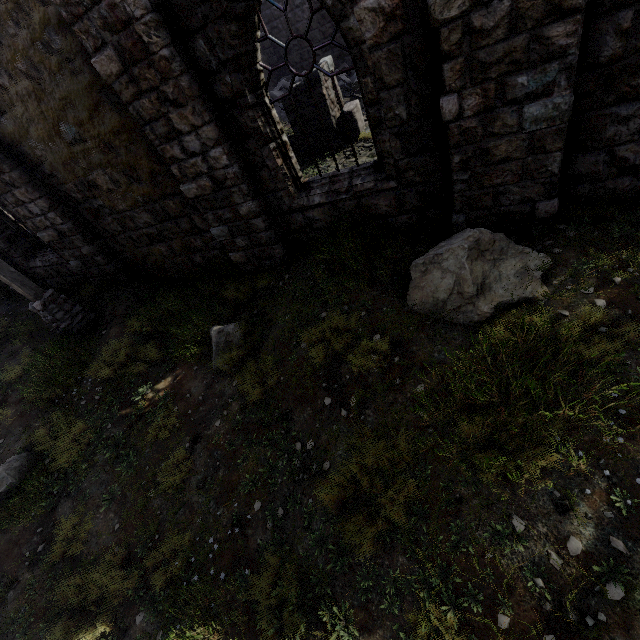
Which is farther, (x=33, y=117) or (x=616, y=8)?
(x=33, y=117)

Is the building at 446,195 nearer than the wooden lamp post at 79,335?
Yes

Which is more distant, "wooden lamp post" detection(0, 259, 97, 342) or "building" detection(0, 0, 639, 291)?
"wooden lamp post" detection(0, 259, 97, 342)
